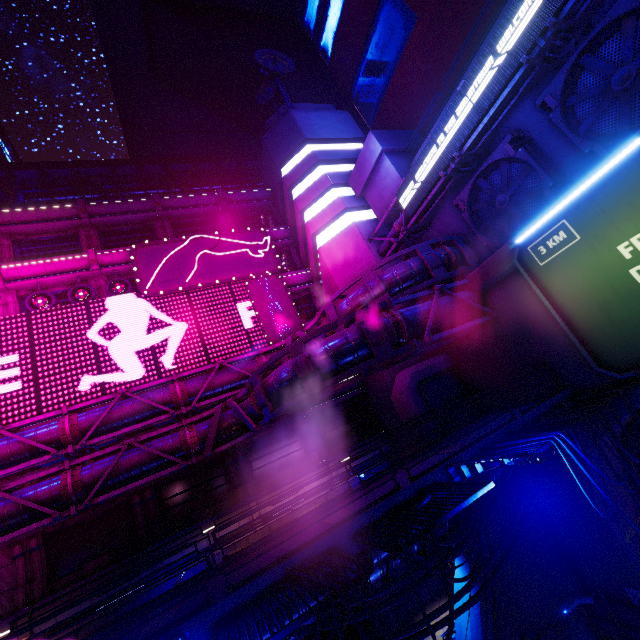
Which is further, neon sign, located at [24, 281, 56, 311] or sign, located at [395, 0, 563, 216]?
Result: neon sign, located at [24, 281, 56, 311]

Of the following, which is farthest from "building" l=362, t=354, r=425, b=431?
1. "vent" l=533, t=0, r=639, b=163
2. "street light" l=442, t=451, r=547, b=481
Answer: "street light" l=442, t=451, r=547, b=481

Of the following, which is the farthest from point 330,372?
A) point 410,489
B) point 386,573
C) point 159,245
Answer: point 159,245

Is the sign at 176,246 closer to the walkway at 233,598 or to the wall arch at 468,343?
the wall arch at 468,343

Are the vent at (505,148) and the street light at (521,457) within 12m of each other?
yes

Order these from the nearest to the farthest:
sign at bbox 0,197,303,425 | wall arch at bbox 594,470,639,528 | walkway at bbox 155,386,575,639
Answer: walkway at bbox 155,386,575,639, wall arch at bbox 594,470,639,528, sign at bbox 0,197,303,425

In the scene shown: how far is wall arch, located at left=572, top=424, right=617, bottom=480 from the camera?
12.3m

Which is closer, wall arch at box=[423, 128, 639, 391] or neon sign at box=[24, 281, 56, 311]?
wall arch at box=[423, 128, 639, 391]
